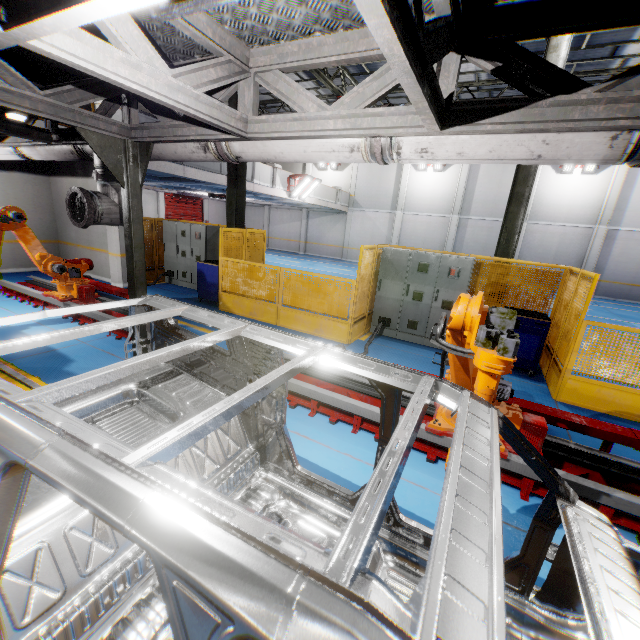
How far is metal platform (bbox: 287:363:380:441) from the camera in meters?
4.2 m

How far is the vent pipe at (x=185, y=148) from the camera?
4.0 meters

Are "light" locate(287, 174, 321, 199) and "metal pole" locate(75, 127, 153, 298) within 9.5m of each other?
no

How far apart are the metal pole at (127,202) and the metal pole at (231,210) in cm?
499

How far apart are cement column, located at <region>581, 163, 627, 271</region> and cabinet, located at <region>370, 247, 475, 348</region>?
17.0 meters

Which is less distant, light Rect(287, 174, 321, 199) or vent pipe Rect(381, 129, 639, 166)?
vent pipe Rect(381, 129, 639, 166)

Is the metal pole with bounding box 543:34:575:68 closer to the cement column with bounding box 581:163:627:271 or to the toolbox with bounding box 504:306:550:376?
Answer: the toolbox with bounding box 504:306:550:376

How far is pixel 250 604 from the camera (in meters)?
0.66
